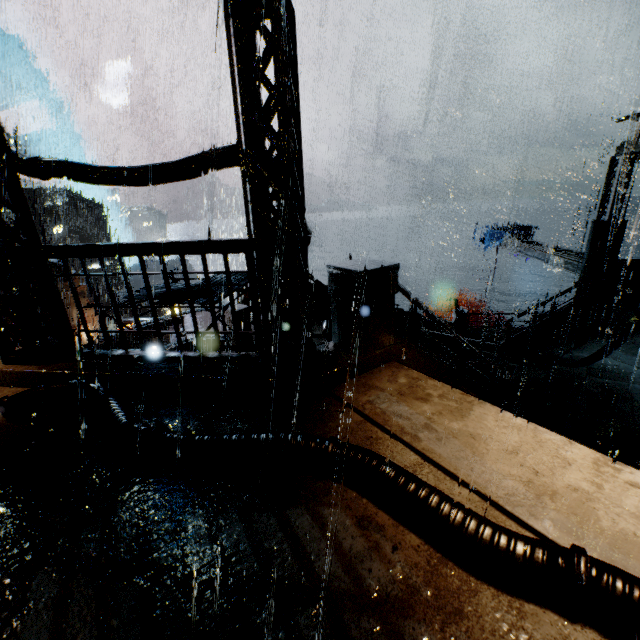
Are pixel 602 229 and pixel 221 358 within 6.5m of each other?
→ no

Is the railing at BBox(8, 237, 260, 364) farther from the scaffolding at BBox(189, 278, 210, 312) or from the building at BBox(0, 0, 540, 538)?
the scaffolding at BBox(189, 278, 210, 312)

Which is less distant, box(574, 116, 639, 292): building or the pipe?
the pipe

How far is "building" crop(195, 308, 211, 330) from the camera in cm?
1789

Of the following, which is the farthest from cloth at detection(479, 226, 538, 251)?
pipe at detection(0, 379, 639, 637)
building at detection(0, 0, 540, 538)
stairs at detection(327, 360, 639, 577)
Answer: pipe at detection(0, 379, 639, 637)

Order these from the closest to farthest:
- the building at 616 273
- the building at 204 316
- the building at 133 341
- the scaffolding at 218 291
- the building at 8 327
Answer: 1. the building at 8 327
2. the building at 133 341
3. the scaffolding at 218 291
4. the building at 616 273
5. the building at 204 316

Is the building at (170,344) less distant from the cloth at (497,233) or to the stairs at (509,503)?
the stairs at (509,503)

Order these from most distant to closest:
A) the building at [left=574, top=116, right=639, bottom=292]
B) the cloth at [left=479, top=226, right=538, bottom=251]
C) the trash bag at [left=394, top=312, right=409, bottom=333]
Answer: the cloth at [left=479, top=226, right=538, bottom=251] → the trash bag at [left=394, top=312, right=409, bottom=333] → the building at [left=574, top=116, right=639, bottom=292]
